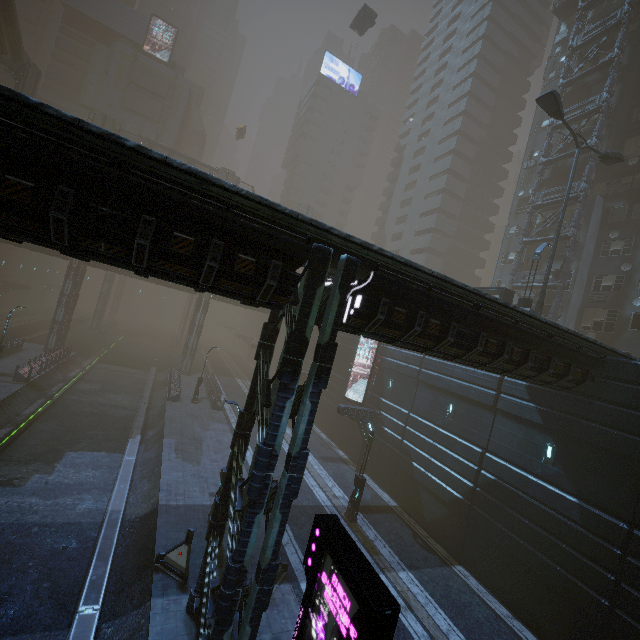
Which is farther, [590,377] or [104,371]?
[104,371]

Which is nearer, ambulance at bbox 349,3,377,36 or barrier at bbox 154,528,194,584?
barrier at bbox 154,528,194,584

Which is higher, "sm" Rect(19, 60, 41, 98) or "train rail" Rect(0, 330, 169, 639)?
"sm" Rect(19, 60, 41, 98)

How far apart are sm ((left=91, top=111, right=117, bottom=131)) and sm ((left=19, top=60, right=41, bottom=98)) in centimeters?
544cm

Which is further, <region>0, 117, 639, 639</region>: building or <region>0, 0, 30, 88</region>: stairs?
<region>0, 0, 30, 88</region>: stairs

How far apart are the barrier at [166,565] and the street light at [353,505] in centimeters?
880cm

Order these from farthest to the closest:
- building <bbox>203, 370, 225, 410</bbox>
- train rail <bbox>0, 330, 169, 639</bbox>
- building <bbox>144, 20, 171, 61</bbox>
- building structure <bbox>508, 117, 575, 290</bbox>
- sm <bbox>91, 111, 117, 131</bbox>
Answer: building <bbox>144, 20, 171, 61</bbox> < sm <bbox>91, 111, 117, 131</bbox> < building <bbox>203, 370, 225, 410</bbox> < building structure <bbox>508, 117, 575, 290</bbox> < train rail <bbox>0, 330, 169, 639</bbox>

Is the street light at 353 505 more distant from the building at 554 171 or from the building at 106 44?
the building at 106 44
